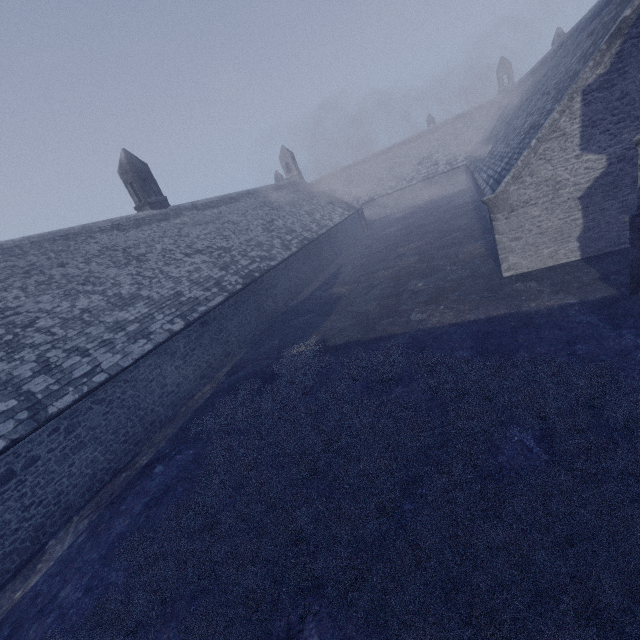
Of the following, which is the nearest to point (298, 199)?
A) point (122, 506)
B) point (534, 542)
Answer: point (122, 506)
